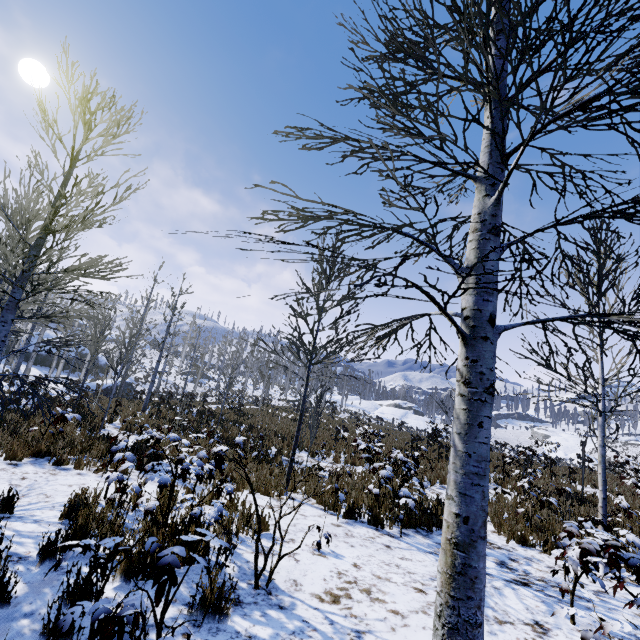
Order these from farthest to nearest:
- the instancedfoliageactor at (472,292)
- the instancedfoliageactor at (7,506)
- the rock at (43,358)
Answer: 1. the rock at (43,358)
2. the instancedfoliageactor at (7,506)
3. the instancedfoliageactor at (472,292)

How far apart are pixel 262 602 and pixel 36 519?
3.4m

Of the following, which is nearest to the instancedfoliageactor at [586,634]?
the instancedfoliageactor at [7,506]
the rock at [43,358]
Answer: the instancedfoliageactor at [7,506]

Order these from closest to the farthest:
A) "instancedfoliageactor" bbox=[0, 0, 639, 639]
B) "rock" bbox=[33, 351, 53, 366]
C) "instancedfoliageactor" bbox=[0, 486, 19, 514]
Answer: "instancedfoliageactor" bbox=[0, 0, 639, 639] < "instancedfoliageactor" bbox=[0, 486, 19, 514] < "rock" bbox=[33, 351, 53, 366]

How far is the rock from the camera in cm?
3600

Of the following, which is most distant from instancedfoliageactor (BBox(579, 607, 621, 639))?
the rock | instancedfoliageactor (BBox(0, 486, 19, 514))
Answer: the rock

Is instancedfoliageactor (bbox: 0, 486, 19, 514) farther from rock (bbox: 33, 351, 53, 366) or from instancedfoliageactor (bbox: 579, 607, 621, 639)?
rock (bbox: 33, 351, 53, 366)
